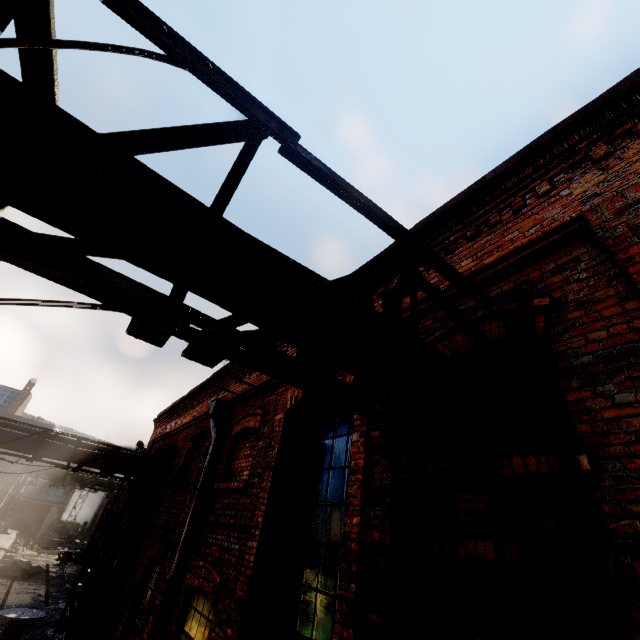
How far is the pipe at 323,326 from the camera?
2.01m

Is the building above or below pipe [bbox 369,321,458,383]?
below

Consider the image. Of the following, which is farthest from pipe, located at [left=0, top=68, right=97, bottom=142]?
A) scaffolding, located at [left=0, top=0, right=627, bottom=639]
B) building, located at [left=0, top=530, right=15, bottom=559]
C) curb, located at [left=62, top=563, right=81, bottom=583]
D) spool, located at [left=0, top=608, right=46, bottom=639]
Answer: curb, located at [left=62, top=563, right=81, bottom=583]

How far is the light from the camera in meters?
6.0

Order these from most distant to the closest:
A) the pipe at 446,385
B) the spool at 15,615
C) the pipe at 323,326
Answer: the spool at 15,615
the pipe at 446,385
the pipe at 323,326

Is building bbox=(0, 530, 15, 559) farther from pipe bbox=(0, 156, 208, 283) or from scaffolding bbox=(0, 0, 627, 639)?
scaffolding bbox=(0, 0, 627, 639)

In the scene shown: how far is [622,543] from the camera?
1.8m

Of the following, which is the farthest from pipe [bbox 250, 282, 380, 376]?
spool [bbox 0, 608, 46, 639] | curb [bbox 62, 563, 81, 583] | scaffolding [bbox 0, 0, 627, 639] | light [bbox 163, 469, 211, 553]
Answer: curb [bbox 62, 563, 81, 583]
